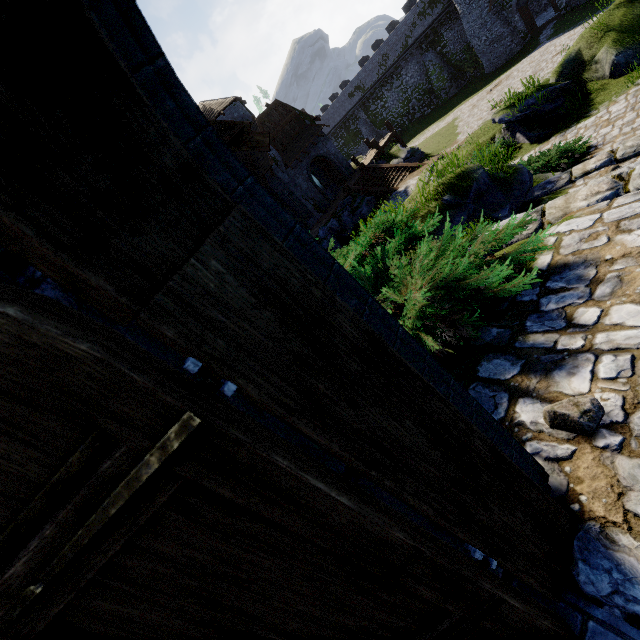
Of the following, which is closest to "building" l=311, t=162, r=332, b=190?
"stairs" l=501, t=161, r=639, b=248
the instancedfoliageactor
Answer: "stairs" l=501, t=161, r=639, b=248

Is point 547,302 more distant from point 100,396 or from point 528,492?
point 100,396

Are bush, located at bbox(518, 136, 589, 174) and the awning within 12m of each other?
no

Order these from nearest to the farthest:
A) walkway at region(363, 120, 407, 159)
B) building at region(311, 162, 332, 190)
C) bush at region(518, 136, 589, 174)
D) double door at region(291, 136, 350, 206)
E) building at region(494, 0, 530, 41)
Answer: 1. bush at region(518, 136, 589, 174)
2. double door at region(291, 136, 350, 206)
3. walkway at region(363, 120, 407, 159)
4. building at region(494, 0, 530, 41)
5. building at region(311, 162, 332, 190)

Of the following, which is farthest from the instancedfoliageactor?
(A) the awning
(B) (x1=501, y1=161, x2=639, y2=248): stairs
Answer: (A) the awning

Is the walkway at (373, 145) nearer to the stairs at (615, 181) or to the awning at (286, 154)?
the awning at (286, 154)

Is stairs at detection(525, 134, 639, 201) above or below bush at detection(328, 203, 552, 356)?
below

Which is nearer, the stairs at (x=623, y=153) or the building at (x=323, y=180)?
the stairs at (x=623, y=153)
